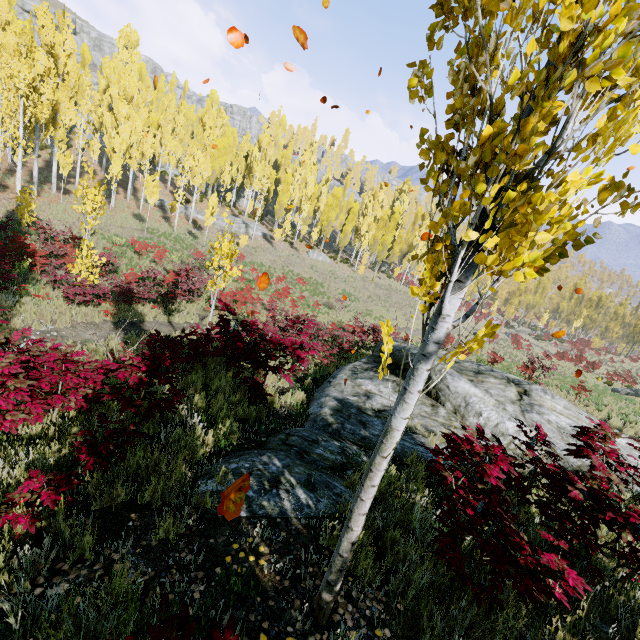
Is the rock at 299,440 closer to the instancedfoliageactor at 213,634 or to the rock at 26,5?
the instancedfoliageactor at 213,634

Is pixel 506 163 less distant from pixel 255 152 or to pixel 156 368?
pixel 156 368

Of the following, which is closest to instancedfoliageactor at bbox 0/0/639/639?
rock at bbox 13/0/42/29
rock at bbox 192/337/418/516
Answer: rock at bbox 13/0/42/29

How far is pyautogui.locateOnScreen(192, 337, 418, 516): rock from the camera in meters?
3.6

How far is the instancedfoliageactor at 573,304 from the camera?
57.1m

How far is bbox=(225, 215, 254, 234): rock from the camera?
38.8m

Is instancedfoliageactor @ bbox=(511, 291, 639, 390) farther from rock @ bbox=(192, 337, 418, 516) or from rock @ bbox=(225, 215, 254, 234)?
rock @ bbox=(192, 337, 418, 516)

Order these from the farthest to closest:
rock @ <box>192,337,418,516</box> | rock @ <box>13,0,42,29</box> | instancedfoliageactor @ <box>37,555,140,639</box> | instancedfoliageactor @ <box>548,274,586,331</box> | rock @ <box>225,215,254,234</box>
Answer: instancedfoliageactor @ <box>548,274,586,331</box>
rock @ <box>13,0,42,29</box>
rock @ <box>225,215,254,234</box>
rock @ <box>192,337,418,516</box>
instancedfoliageactor @ <box>37,555,140,639</box>
